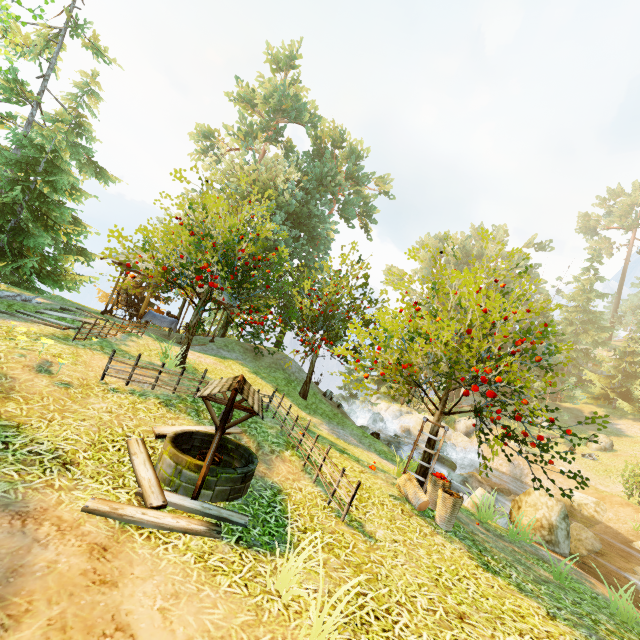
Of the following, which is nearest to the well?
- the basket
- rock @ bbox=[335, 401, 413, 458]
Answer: the basket

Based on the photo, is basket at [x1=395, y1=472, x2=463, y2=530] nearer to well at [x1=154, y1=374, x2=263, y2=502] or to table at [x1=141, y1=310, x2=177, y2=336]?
well at [x1=154, y1=374, x2=263, y2=502]

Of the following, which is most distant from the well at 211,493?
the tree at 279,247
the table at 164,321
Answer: the table at 164,321

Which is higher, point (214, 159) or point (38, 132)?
point (214, 159)

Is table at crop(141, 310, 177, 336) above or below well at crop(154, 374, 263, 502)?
above

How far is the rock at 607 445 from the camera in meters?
28.4 m

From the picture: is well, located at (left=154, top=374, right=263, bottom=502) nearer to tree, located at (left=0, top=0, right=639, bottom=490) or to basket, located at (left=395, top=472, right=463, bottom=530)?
tree, located at (left=0, top=0, right=639, bottom=490)

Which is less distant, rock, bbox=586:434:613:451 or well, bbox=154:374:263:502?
well, bbox=154:374:263:502
